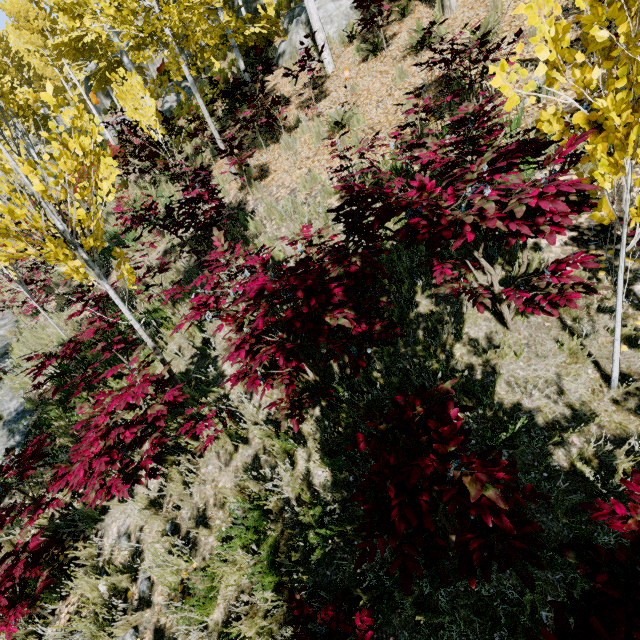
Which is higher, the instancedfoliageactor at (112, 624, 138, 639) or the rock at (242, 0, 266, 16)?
the rock at (242, 0, 266, 16)

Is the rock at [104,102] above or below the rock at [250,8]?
above

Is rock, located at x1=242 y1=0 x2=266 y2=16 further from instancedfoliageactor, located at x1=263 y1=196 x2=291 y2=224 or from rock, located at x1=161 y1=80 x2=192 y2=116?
rock, located at x1=161 y1=80 x2=192 y2=116

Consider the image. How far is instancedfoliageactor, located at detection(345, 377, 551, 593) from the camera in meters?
1.4

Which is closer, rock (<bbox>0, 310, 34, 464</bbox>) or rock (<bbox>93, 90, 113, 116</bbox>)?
rock (<bbox>0, 310, 34, 464</bbox>)

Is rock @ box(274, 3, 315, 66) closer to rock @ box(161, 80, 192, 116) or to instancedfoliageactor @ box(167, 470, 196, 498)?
instancedfoliageactor @ box(167, 470, 196, 498)

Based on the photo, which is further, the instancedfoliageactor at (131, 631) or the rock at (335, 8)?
the rock at (335, 8)

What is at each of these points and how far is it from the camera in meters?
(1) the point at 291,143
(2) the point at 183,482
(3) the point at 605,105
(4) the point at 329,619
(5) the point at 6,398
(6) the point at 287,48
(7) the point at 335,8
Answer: (1) instancedfoliageactor, 7.0 m
(2) instancedfoliageactor, 3.5 m
(3) instancedfoliageactor, 1.6 m
(4) instancedfoliageactor, 2.0 m
(5) rock, 6.6 m
(6) rock, 11.5 m
(7) rock, 10.3 m
